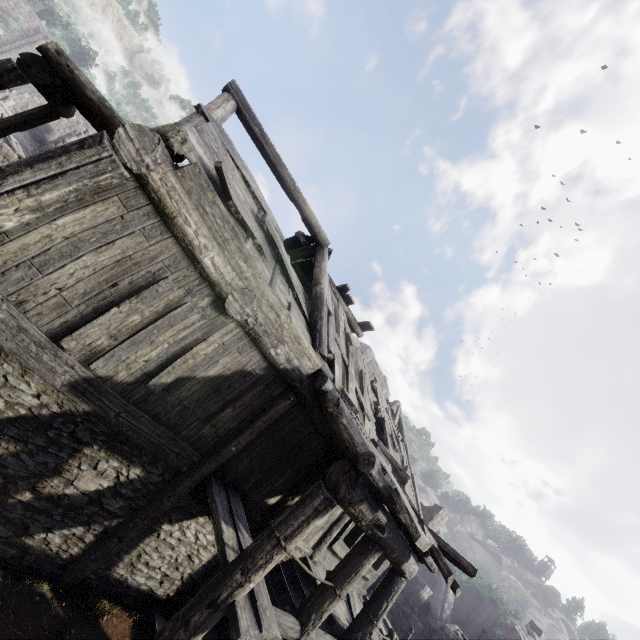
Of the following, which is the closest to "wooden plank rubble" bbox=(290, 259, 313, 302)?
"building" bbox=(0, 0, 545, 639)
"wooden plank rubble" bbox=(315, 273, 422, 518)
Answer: "building" bbox=(0, 0, 545, 639)

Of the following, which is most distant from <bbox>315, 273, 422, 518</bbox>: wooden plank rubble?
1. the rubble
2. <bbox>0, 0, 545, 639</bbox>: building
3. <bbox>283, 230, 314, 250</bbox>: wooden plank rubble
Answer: the rubble

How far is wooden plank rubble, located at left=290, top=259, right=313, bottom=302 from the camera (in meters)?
12.18

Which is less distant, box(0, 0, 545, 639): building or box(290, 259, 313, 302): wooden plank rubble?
box(0, 0, 545, 639): building

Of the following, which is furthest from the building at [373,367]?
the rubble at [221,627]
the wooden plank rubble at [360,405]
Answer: the rubble at [221,627]

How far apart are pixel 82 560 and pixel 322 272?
7.8 meters

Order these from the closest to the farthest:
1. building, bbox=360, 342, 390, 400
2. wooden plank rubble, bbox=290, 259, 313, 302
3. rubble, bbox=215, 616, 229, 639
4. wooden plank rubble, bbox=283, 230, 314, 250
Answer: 1. rubble, bbox=215, 616, 229, 639
2. wooden plank rubble, bbox=283, 230, 314, 250
3. wooden plank rubble, bbox=290, 259, 313, 302
4. building, bbox=360, 342, 390, 400

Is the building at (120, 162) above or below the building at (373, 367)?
below
